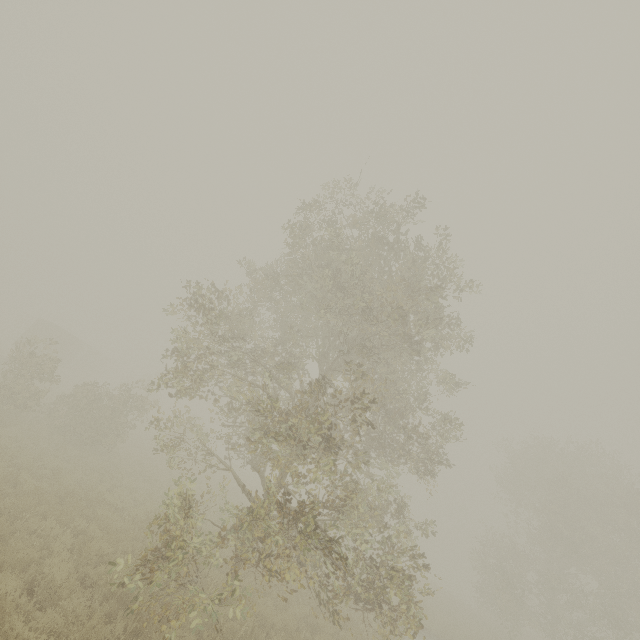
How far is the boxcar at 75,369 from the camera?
34.5m

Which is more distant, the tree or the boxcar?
the boxcar

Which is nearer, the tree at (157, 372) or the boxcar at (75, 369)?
the tree at (157, 372)

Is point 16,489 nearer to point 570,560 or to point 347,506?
point 347,506

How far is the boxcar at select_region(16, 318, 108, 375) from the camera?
34.53m
